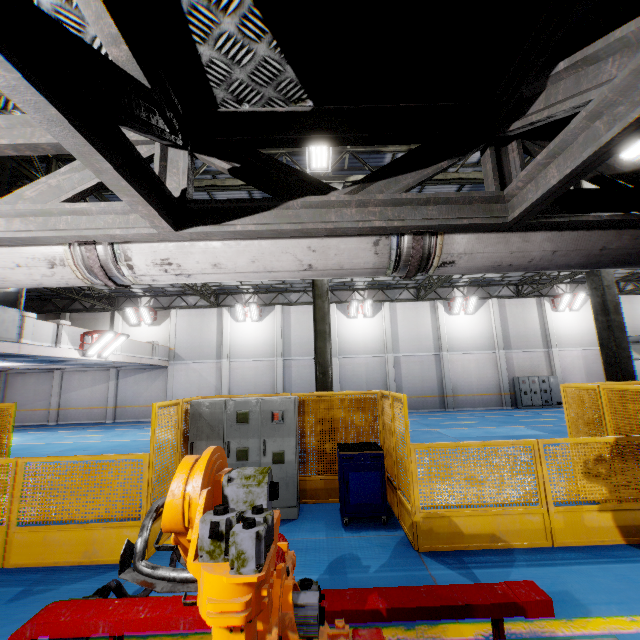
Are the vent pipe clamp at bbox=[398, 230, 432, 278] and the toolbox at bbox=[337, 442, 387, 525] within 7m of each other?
yes

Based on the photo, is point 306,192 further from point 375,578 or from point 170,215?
point 375,578

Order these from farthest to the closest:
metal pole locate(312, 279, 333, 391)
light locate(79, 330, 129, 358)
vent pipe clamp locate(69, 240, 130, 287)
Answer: light locate(79, 330, 129, 358) < metal pole locate(312, 279, 333, 391) < vent pipe clamp locate(69, 240, 130, 287)

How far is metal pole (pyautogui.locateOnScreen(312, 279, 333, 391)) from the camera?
7.96m

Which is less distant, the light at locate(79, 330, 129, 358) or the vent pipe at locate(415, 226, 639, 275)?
the vent pipe at locate(415, 226, 639, 275)

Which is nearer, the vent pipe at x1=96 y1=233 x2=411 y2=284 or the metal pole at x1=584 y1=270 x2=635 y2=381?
the vent pipe at x1=96 y1=233 x2=411 y2=284

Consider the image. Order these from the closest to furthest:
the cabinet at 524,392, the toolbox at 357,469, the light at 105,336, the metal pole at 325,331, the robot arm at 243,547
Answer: the robot arm at 243,547 < the toolbox at 357,469 < the metal pole at 325,331 < the light at 105,336 < the cabinet at 524,392

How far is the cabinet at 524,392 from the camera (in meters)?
22.16
